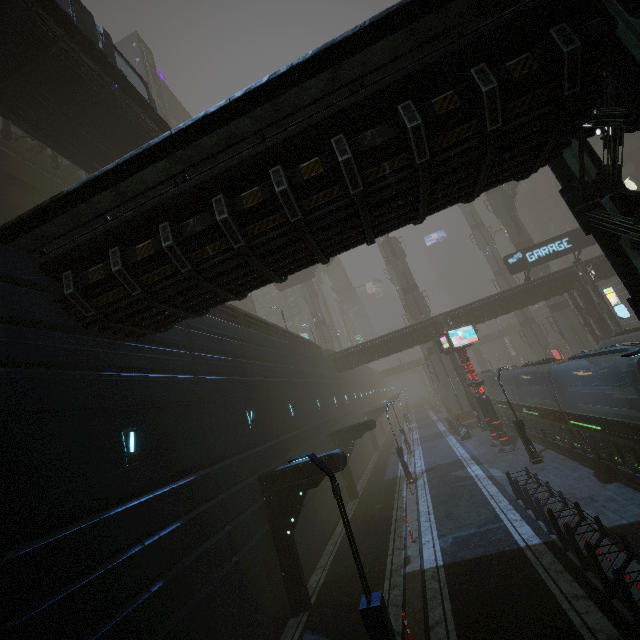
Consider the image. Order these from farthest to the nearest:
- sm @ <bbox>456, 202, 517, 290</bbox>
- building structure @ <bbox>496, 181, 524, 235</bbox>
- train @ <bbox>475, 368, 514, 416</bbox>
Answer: sm @ <bbox>456, 202, 517, 290</bbox> → building structure @ <bbox>496, 181, 524, 235</bbox> → train @ <bbox>475, 368, 514, 416</bbox>

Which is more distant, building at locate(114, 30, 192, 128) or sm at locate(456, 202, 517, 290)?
sm at locate(456, 202, 517, 290)

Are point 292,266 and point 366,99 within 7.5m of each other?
yes

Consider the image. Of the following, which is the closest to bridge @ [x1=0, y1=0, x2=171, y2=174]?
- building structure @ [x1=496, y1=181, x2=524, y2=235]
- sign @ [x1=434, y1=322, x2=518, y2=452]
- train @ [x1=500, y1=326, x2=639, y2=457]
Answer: sign @ [x1=434, y1=322, x2=518, y2=452]

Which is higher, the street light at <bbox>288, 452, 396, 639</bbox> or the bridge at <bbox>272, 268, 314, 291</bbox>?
the bridge at <bbox>272, 268, 314, 291</bbox>

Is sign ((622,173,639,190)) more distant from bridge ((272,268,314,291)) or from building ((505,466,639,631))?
bridge ((272,268,314,291))

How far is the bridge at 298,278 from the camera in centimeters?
4685cm

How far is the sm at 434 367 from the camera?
40.6 meters
